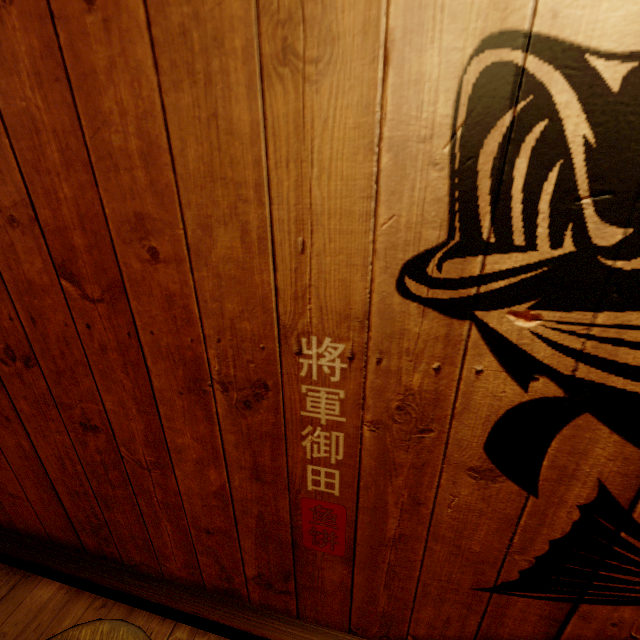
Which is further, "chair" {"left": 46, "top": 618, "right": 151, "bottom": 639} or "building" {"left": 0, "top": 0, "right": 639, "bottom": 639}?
"chair" {"left": 46, "top": 618, "right": 151, "bottom": 639}

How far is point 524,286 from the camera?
1.2m

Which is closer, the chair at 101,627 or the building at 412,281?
the building at 412,281
